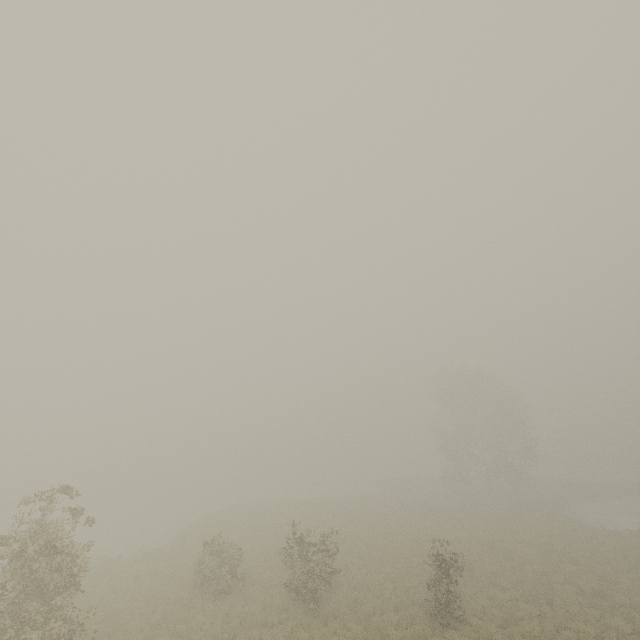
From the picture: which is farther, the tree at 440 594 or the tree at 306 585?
the tree at 306 585

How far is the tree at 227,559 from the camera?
18.0 meters

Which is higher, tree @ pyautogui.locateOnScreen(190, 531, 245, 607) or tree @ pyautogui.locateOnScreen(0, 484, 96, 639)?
tree @ pyautogui.locateOnScreen(0, 484, 96, 639)

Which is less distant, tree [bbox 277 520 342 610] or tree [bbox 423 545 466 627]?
tree [bbox 423 545 466 627]

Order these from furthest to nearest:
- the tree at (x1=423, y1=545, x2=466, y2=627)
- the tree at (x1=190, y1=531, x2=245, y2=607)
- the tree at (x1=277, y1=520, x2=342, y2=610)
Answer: the tree at (x1=190, y1=531, x2=245, y2=607) → the tree at (x1=277, y1=520, x2=342, y2=610) → the tree at (x1=423, y1=545, x2=466, y2=627)

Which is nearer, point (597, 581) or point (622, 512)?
point (597, 581)
